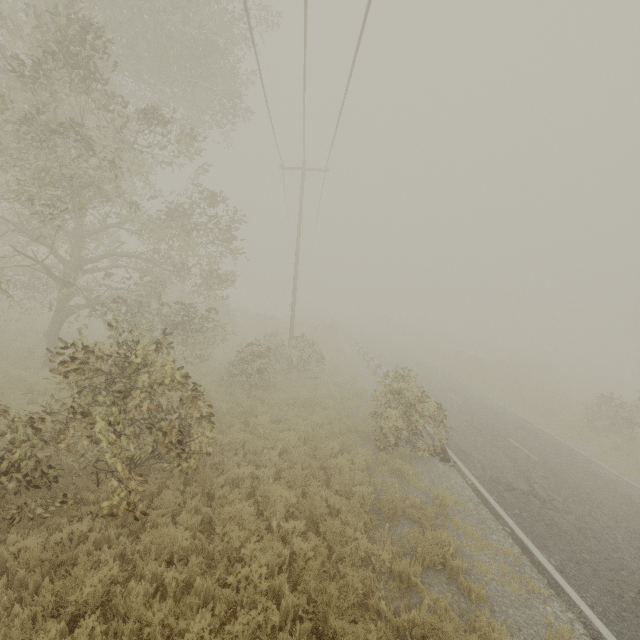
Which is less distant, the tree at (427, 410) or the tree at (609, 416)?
the tree at (427, 410)

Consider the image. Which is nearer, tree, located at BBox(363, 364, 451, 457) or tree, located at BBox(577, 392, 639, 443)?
tree, located at BBox(363, 364, 451, 457)

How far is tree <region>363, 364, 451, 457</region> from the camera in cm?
1074

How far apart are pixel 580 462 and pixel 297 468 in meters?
12.2 m

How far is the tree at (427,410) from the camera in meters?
10.7
